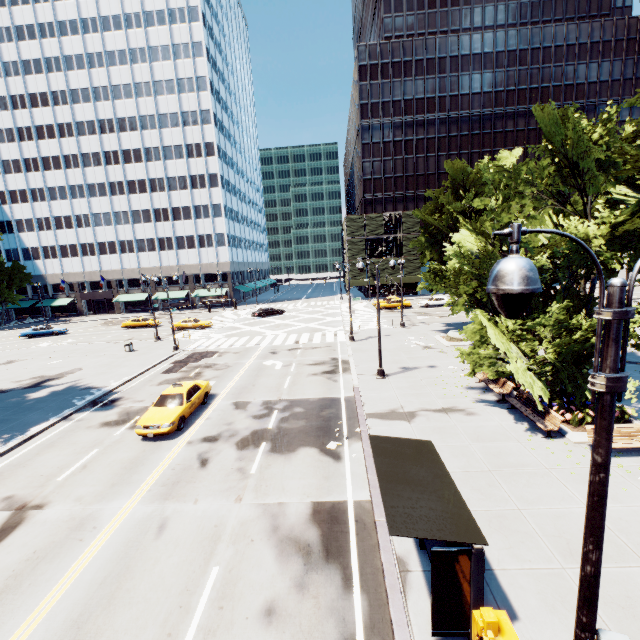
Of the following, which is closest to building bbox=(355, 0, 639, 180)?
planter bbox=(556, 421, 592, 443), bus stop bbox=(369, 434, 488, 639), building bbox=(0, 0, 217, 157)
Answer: building bbox=(0, 0, 217, 157)

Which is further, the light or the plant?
the plant

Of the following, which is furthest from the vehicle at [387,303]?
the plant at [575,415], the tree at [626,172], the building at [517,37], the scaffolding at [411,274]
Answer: the plant at [575,415]

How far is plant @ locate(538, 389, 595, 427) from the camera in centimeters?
1279cm

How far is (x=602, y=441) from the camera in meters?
3.2

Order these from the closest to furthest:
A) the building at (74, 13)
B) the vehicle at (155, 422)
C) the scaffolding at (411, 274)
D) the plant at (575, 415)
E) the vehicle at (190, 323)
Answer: the plant at (575, 415)
the vehicle at (155, 422)
the vehicle at (190, 323)
the building at (74, 13)
the scaffolding at (411, 274)

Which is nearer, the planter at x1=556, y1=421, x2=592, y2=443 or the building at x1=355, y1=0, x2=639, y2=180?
the planter at x1=556, y1=421, x2=592, y2=443

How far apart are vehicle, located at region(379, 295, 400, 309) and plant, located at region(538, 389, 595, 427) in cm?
3326
